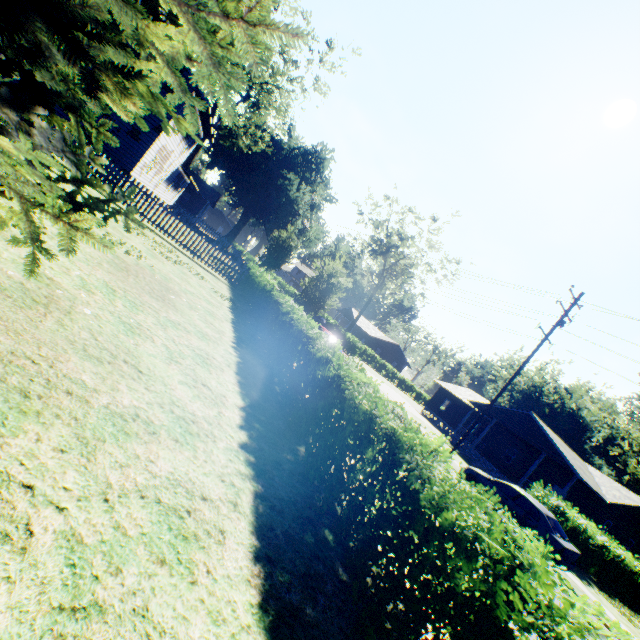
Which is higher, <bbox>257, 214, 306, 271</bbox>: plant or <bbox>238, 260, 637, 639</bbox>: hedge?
<bbox>257, 214, 306, 271</bbox>: plant

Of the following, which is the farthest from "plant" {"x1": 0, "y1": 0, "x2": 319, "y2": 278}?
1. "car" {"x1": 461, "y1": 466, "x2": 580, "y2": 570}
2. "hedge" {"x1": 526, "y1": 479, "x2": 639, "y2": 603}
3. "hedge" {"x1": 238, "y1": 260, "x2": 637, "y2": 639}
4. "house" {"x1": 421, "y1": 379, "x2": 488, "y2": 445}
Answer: "house" {"x1": 421, "y1": 379, "x2": 488, "y2": 445}

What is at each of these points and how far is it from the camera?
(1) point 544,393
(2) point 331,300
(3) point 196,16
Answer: (1) plant, 54.06m
(2) plant, 18.88m
(3) plant, 2.67m

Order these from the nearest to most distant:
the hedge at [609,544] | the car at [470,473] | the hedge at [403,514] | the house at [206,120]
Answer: the hedge at [403,514] < the car at [470,473] < the hedge at [609,544] < the house at [206,120]

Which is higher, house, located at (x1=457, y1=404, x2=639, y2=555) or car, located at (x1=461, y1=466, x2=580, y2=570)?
house, located at (x1=457, y1=404, x2=639, y2=555)

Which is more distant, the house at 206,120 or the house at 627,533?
the house at 627,533

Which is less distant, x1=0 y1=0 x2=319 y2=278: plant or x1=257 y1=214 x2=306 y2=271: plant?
x1=0 y1=0 x2=319 y2=278: plant

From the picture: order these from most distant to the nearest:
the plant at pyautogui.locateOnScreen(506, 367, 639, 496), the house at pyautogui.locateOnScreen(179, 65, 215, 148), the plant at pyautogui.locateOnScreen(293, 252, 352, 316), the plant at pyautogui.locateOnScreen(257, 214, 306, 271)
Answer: the plant at pyautogui.locateOnScreen(506, 367, 639, 496)
the plant at pyautogui.locateOnScreen(257, 214, 306, 271)
the house at pyautogui.locateOnScreen(179, 65, 215, 148)
the plant at pyautogui.locateOnScreen(293, 252, 352, 316)
